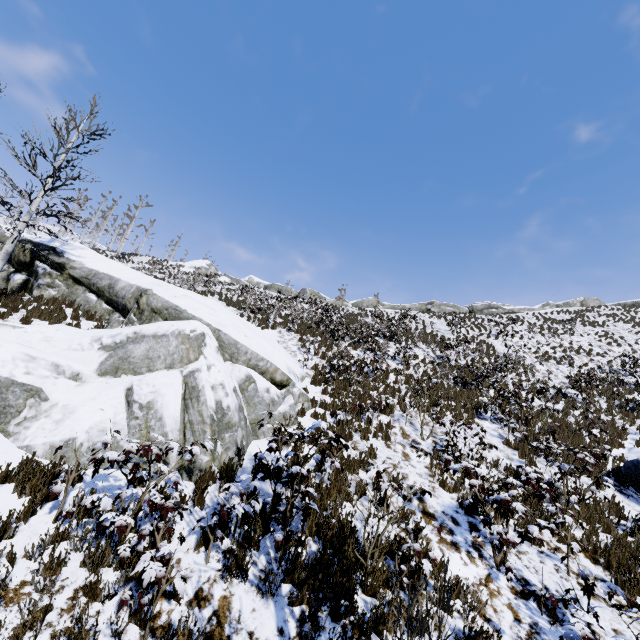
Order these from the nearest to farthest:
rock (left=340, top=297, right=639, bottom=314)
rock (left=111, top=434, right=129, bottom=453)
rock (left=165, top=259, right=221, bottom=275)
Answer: rock (left=111, top=434, right=129, bottom=453) < rock (left=340, top=297, right=639, bottom=314) < rock (left=165, top=259, right=221, bottom=275)

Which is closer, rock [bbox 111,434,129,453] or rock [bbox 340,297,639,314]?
rock [bbox 111,434,129,453]

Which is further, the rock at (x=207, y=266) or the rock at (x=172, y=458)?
the rock at (x=207, y=266)

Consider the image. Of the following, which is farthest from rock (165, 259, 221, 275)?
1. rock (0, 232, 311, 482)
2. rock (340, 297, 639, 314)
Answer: rock (0, 232, 311, 482)

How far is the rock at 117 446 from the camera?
5.8m

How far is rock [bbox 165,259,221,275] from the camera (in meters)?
43.41

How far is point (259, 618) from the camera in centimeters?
385cm
